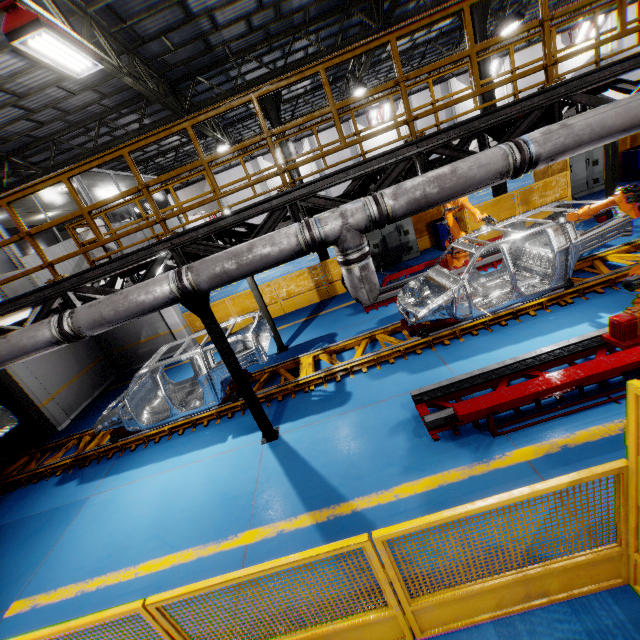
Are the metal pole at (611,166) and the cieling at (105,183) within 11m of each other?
no

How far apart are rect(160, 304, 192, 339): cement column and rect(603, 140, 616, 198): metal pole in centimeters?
1435cm

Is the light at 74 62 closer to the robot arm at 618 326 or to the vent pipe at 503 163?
the vent pipe at 503 163

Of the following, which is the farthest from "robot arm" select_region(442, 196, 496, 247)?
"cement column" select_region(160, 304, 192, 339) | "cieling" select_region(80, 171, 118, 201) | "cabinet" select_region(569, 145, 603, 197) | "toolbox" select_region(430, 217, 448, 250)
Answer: "cieling" select_region(80, 171, 118, 201)

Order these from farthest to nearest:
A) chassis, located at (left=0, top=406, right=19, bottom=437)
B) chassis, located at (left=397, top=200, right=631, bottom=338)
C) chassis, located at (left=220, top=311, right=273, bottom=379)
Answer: chassis, located at (left=0, top=406, right=19, bottom=437), chassis, located at (left=220, top=311, right=273, bottom=379), chassis, located at (left=397, top=200, right=631, bottom=338)

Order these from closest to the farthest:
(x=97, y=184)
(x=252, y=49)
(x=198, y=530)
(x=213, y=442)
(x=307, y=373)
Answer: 1. (x=198, y=530)
2. (x=213, y=442)
3. (x=307, y=373)
4. (x=252, y=49)
5. (x=97, y=184)

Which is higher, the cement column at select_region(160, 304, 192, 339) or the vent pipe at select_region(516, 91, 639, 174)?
the vent pipe at select_region(516, 91, 639, 174)

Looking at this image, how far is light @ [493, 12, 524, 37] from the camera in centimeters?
1476cm
